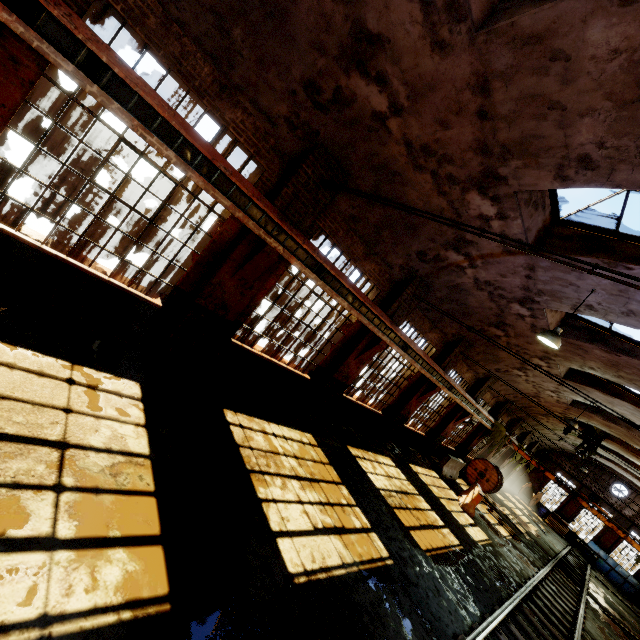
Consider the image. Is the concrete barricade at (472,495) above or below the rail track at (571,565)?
above

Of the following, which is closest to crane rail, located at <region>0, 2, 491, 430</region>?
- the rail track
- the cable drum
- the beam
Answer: the beam

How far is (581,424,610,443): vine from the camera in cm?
2003

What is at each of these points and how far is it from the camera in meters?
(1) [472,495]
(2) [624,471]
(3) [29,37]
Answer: (1) concrete barricade, 14.0 m
(2) building, 26.1 m
(3) crane rail, 3.7 m

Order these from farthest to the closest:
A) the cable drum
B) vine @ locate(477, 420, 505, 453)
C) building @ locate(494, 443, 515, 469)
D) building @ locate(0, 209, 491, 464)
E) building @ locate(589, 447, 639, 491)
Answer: building @ locate(494, 443, 515, 469)
building @ locate(589, 447, 639, 491)
vine @ locate(477, 420, 505, 453)
the cable drum
building @ locate(0, 209, 491, 464)

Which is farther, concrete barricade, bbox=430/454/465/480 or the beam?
concrete barricade, bbox=430/454/465/480

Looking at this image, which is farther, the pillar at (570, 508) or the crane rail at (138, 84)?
the pillar at (570, 508)

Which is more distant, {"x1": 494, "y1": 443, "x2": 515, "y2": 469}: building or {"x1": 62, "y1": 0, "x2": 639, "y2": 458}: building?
{"x1": 494, "y1": 443, "x2": 515, "y2": 469}: building
